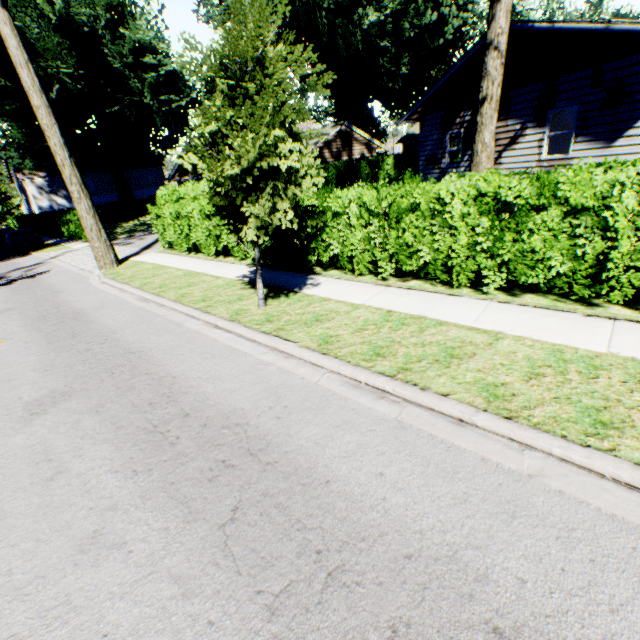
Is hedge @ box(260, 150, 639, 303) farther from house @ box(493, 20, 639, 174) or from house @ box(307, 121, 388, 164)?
house @ box(493, 20, 639, 174)

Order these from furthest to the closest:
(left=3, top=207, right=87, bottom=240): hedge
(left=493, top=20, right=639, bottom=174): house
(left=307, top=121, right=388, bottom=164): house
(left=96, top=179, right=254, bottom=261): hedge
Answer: (left=3, top=207, right=87, bottom=240): hedge → (left=307, top=121, right=388, bottom=164): house → (left=96, top=179, right=254, bottom=261): hedge → (left=493, top=20, right=639, bottom=174): house

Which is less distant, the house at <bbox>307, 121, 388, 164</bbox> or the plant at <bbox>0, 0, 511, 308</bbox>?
the plant at <bbox>0, 0, 511, 308</bbox>

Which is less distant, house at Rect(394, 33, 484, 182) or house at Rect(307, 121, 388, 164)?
house at Rect(394, 33, 484, 182)

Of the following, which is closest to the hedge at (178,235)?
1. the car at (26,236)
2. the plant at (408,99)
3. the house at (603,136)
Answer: the plant at (408,99)

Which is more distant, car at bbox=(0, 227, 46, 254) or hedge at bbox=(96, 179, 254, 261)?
car at bbox=(0, 227, 46, 254)

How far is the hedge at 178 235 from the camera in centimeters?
1251cm

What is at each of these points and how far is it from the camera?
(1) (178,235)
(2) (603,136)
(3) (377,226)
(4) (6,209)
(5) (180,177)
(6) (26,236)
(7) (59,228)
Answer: (1) hedge, 15.0 meters
(2) house, 10.3 meters
(3) hedge, 7.8 meters
(4) plant, 57.8 meters
(5) house, 26.8 meters
(6) car, 23.5 meters
(7) hedge, 30.0 meters
